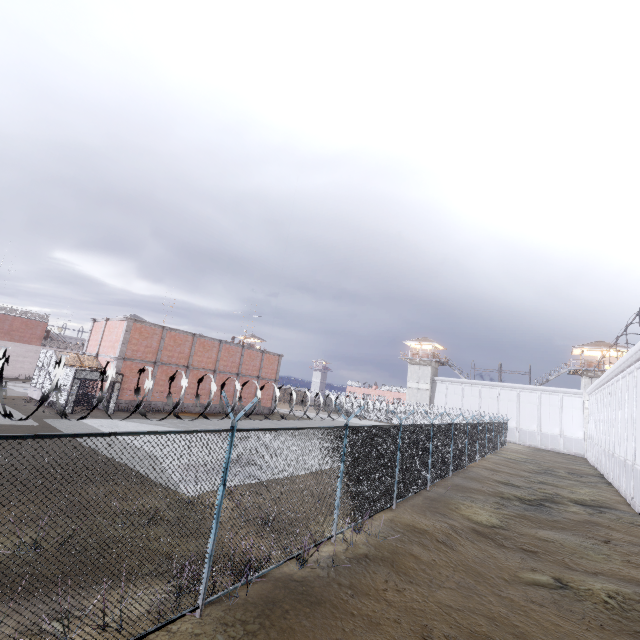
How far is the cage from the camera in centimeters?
2111cm

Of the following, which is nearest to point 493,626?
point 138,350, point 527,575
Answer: point 527,575

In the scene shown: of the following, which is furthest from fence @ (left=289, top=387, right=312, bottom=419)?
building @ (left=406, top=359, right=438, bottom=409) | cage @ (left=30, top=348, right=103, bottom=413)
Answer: building @ (left=406, top=359, right=438, bottom=409)

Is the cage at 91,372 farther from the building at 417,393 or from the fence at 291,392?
the building at 417,393

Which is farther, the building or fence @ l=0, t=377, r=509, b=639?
the building
